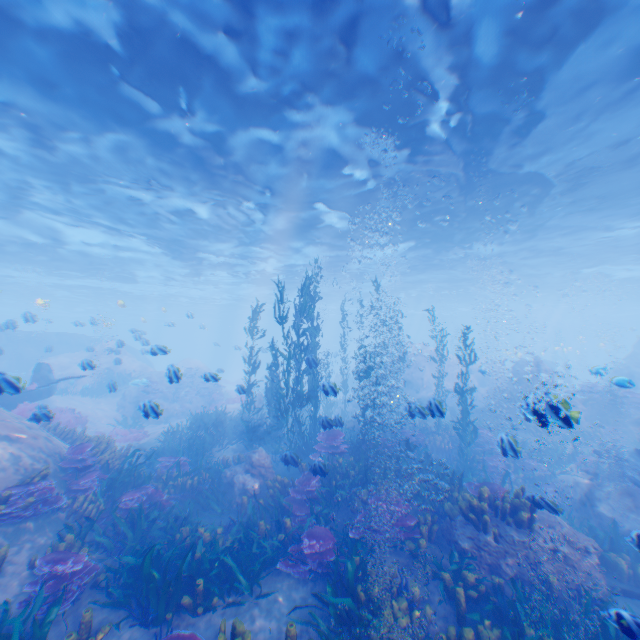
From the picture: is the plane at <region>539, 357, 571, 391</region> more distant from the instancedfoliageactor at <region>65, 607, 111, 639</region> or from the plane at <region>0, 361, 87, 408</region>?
the instancedfoliageactor at <region>65, 607, 111, 639</region>

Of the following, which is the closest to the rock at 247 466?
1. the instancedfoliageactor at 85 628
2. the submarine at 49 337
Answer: the submarine at 49 337

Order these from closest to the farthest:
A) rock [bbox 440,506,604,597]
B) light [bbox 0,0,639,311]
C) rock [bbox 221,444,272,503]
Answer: rock [bbox 440,506,604,597] < light [bbox 0,0,639,311] < rock [bbox 221,444,272,503]

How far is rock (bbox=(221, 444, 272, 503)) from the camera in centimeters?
1050cm

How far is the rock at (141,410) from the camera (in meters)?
10.75

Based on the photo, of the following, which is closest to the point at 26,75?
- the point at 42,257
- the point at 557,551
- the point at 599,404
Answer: the point at 557,551

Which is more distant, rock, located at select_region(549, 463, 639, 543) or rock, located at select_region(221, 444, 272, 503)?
rock, located at select_region(221, 444, 272, 503)

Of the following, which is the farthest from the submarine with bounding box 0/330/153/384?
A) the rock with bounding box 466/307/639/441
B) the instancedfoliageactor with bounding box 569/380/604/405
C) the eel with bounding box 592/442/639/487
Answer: the instancedfoliageactor with bounding box 569/380/604/405
